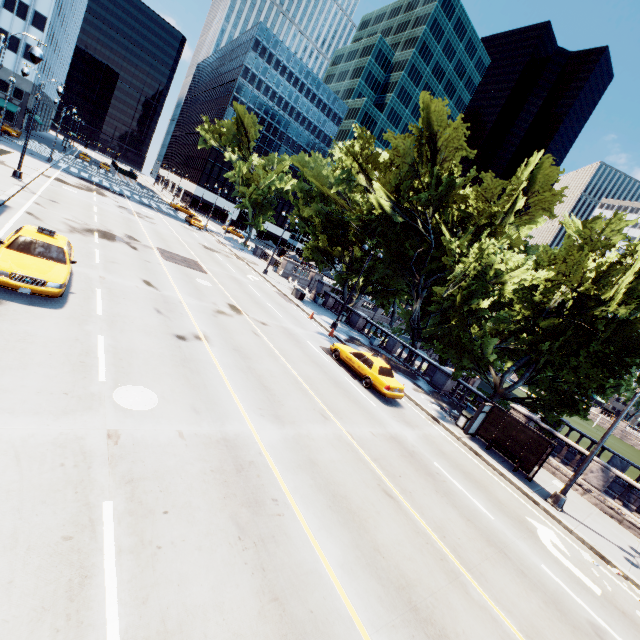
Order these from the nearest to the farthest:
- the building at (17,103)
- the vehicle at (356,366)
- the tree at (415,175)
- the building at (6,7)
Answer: the vehicle at (356,366) < the tree at (415,175) < the building at (6,7) < the building at (17,103)

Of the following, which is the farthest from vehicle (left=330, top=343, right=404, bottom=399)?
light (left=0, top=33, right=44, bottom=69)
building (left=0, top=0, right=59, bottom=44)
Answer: building (left=0, top=0, right=59, bottom=44)

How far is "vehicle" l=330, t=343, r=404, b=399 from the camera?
16.5 meters

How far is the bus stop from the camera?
15.3m

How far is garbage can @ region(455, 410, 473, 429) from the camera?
17.7 meters

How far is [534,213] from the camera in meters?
25.0

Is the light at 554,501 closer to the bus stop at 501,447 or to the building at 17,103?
the bus stop at 501,447

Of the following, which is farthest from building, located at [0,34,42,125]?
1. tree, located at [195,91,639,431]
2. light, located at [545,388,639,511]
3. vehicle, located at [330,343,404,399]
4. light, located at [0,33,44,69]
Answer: light, located at [545,388,639,511]
